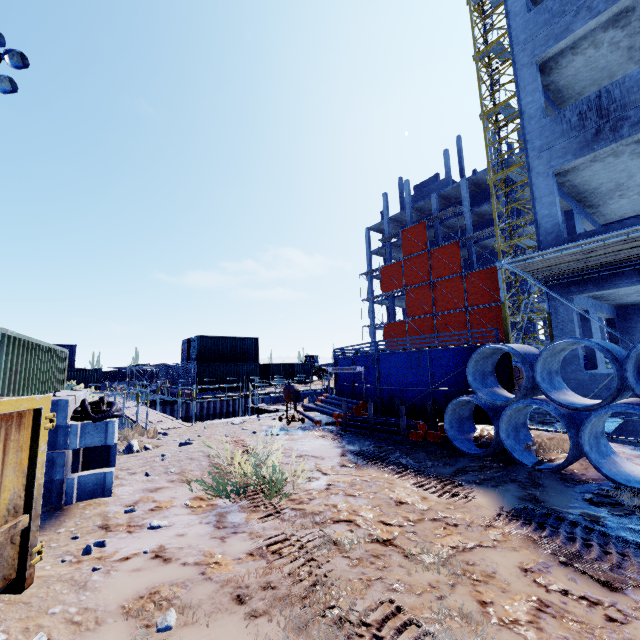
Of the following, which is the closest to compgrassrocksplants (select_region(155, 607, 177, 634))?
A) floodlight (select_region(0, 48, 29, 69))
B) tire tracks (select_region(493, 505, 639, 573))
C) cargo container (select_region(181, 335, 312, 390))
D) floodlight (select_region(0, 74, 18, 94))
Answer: tire tracks (select_region(493, 505, 639, 573))

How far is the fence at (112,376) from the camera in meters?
37.8

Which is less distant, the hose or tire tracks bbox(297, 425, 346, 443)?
the hose

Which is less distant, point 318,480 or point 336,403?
point 318,480

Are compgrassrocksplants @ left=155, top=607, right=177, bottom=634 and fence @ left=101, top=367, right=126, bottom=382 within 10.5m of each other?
no

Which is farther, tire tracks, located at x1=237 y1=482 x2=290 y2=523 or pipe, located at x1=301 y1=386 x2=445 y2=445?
pipe, located at x1=301 y1=386 x2=445 y2=445

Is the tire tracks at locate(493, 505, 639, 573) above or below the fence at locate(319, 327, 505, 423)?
below

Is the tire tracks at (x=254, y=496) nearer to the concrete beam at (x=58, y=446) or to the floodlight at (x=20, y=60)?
the concrete beam at (x=58, y=446)
